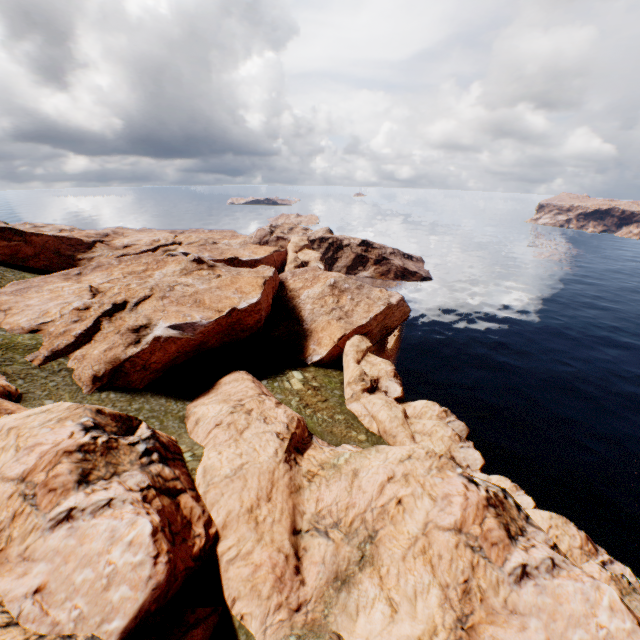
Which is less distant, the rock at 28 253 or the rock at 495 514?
the rock at 495 514

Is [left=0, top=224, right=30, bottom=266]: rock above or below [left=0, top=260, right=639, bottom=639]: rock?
above

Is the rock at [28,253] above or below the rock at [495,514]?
above

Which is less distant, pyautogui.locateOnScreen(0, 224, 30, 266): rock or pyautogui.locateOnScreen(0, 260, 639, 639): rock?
pyautogui.locateOnScreen(0, 260, 639, 639): rock

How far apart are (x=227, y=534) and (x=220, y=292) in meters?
34.7 m
